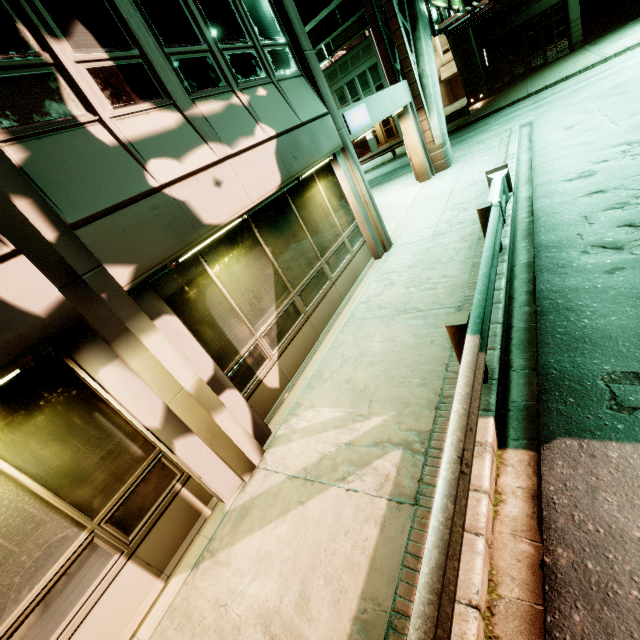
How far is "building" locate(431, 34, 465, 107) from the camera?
35.52m

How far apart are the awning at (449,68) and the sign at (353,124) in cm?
3625

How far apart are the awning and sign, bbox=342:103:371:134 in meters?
36.3

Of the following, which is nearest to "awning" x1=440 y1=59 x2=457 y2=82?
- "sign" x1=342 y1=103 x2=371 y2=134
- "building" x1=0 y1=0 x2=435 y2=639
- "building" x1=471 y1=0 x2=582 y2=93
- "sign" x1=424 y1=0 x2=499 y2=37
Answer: "building" x1=471 y1=0 x2=582 y2=93

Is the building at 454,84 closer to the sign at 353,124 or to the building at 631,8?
the building at 631,8

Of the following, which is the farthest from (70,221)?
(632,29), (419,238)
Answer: (632,29)

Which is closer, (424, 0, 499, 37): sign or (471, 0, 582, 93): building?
(424, 0, 499, 37): sign

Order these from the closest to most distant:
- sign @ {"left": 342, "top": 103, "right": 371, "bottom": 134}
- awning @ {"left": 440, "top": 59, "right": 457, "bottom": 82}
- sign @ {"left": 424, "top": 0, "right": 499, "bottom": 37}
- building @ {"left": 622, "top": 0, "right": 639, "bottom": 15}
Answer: sign @ {"left": 342, "top": 103, "right": 371, "bottom": 134} < sign @ {"left": 424, "top": 0, "right": 499, "bottom": 37} < building @ {"left": 622, "top": 0, "right": 639, "bottom": 15} < awning @ {"left": 440, "top": 59, "right": 457, "bottom": 82}
